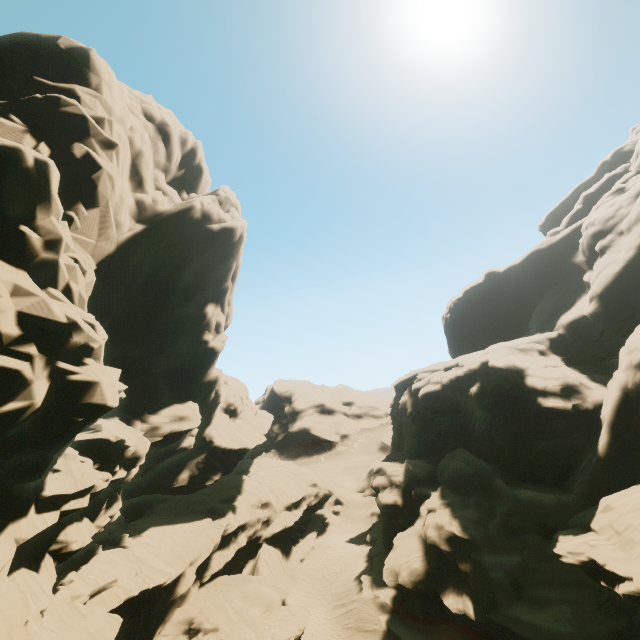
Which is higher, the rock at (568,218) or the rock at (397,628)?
the rock at (568,218)

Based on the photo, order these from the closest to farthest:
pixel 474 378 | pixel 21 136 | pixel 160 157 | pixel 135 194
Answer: pixel 21 136 → pixel 135 194 → pixel 160 157 → pixel 474 378

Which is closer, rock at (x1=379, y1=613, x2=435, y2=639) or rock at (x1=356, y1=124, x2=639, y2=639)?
rock at (x1=356, y1=124, x2=639, y2=639)

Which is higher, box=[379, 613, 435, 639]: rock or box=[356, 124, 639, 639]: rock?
box=[356, 124, 639, 639]: rock

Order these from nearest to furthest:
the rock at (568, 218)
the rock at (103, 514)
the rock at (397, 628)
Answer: the rock at (103, 514) < the rock at (568, 218) < the rock at (397, 628)

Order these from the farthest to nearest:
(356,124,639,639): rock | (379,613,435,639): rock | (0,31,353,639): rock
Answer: (379,613,435,639): rock < (356,124,639,639): rock < (0,31,353,639): rock
